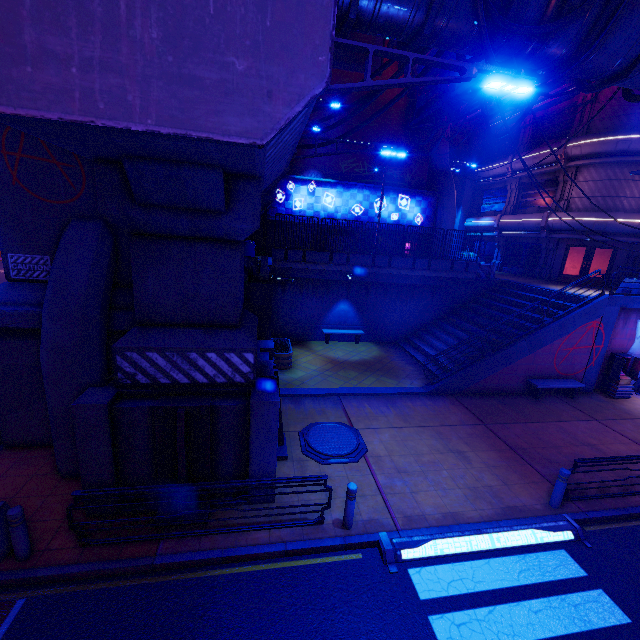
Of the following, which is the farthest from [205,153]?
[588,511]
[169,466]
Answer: [588,511]

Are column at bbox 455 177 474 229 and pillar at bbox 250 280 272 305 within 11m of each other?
no

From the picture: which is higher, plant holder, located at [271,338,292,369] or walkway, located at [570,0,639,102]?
walkway, located at [570,0,639,102]

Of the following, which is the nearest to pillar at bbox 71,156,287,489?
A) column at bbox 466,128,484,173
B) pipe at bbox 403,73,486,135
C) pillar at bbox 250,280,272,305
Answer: pillar at bbox 250,280,272,305

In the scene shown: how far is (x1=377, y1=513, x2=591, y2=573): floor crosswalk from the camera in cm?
670

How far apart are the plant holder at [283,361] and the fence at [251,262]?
3.4m

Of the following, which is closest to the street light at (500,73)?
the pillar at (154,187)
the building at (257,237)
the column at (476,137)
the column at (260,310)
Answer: the pillar at (154,187)

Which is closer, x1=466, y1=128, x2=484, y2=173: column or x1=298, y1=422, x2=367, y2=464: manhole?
x1=298, y1=422, x2=367, y2=464: manhole
